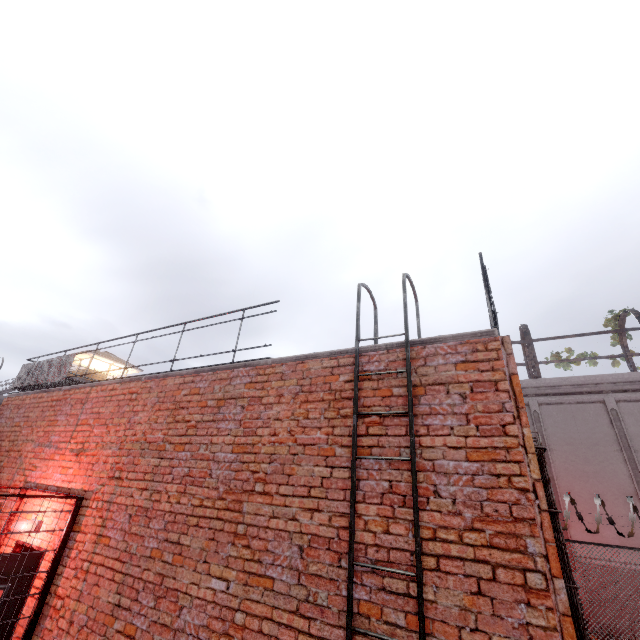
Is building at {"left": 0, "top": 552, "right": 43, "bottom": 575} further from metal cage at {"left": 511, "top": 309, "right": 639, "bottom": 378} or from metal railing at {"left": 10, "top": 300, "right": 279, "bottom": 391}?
metal railing at {"left": 10, "top": 300, "right": 279, "bottom": 391}

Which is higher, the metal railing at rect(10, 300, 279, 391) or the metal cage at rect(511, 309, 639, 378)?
the metal cage at rect(511, 309, 639, 378)

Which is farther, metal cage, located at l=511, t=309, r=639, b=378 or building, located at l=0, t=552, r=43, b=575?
metal cage, located at l=511, t=309, r=639, b=378

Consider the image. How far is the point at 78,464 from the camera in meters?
5.9 m

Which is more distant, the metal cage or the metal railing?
the metal cage

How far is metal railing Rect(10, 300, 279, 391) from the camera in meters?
5.4 m

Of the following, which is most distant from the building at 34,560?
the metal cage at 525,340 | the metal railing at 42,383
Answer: Answer: the metal railing at 42,383
